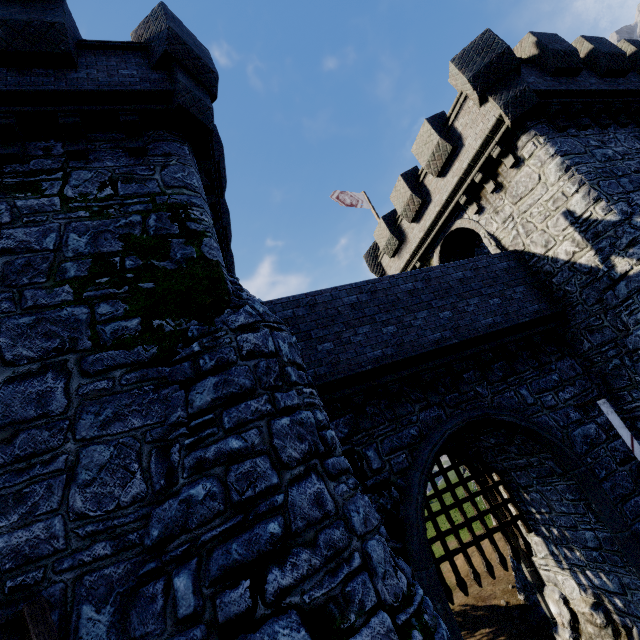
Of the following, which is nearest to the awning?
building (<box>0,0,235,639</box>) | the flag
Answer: building (<box>0,0,235,639</box>)

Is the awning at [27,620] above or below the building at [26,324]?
below

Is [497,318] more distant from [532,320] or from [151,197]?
[151,197]

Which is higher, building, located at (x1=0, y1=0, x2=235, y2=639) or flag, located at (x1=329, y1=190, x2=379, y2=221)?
flag, located at (x1=329, y1=190, x2=379, y2=221)

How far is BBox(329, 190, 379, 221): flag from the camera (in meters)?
19.31

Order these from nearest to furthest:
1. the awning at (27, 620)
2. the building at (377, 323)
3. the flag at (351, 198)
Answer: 1. the awning at (27, 620)
2. the building at (377, 323)
3. the flag at (351, 198)

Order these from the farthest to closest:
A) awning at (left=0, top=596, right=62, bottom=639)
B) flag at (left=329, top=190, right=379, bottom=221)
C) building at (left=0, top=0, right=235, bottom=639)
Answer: flag at (left=329, top=190, right=379, bottom=221) < building at (left=0, top=0, right=235, bottom=639) < awning at (left=0, top=596, right=62, bottom=639)
